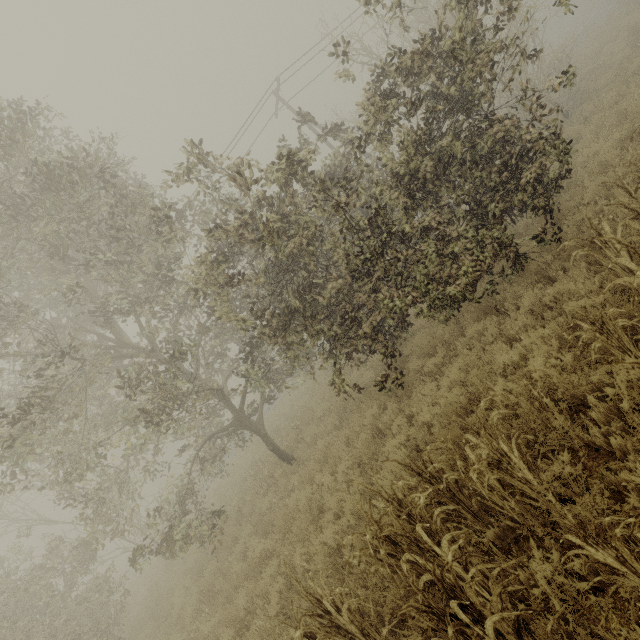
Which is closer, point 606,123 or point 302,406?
point 606,123
